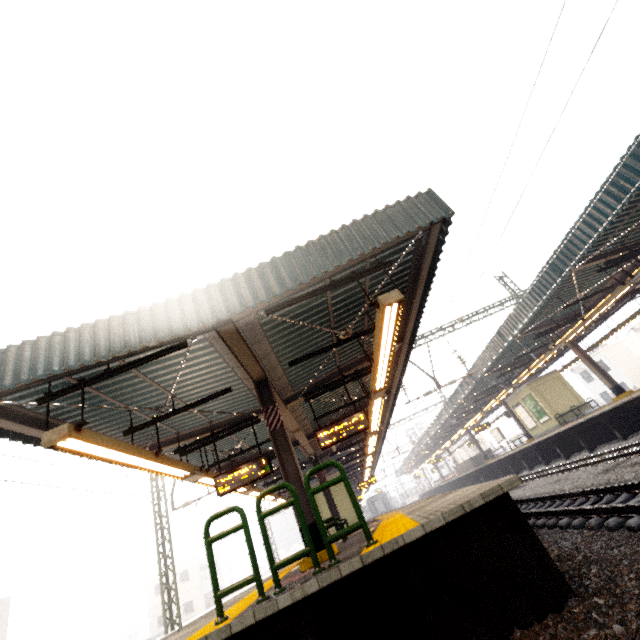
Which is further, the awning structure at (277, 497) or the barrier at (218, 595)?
the awning structure at (277, 497)

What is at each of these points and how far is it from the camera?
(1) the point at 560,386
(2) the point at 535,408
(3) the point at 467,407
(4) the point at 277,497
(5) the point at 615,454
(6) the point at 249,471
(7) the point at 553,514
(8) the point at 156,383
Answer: (1) elevator, 20.2m
(2) sign, 20.4m
(3) awning structure, 27.1m
(4) awning structure, 16.6m
(5) train track, 11.0m
(6) sign, 8.5m
(7) train track, 7.2m
(8) awning structure, 6.8m

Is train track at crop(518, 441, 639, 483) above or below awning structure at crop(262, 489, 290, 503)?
below

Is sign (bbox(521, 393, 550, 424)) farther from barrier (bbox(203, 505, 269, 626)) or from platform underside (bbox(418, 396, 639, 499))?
barrier (bbox(203, 505, 269, 626))

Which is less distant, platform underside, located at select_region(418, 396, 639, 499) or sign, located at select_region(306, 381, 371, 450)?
sign, located at select_region(306, 381, 371, 450)

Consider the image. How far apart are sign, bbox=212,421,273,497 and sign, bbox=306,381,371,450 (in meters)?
1.34

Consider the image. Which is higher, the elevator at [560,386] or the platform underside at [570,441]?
the elevator at [560,386]

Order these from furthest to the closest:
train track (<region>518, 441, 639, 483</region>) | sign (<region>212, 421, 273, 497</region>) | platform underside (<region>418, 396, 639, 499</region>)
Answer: platform underside (<region>418, 396, 639, 499</region>) → train track (<region>518, 441, 639, 483</region>) → sign (<region>212, 421, 273, 497</region>)
